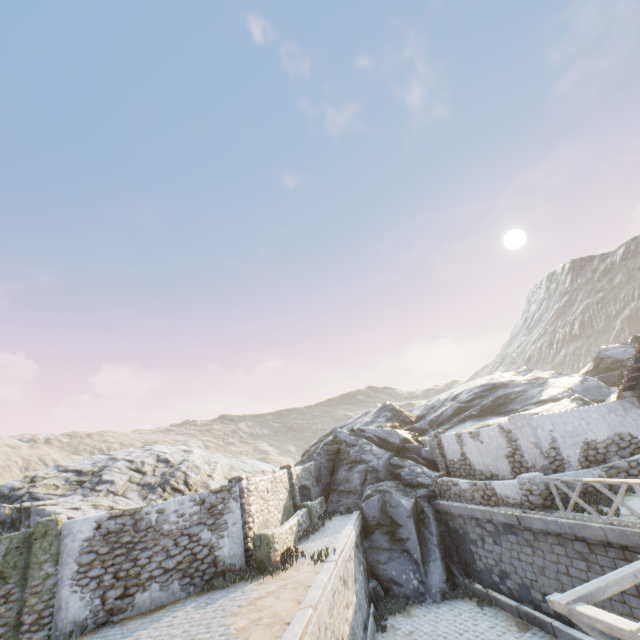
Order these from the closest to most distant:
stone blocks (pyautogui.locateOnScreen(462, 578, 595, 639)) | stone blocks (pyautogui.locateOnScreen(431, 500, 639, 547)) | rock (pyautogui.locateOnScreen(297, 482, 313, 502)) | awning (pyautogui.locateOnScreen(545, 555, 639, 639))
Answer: awning (pyautogui.locateOnScreen(545, 555, 639, 639)), stone blocks (pyautogui.locateOnScreen(431, 500, 639, 547)), stone blocks (pyautogui.locateOnScreen(462, 578, 595, 639)), rock (pyautogui.locateOnScreen(297, 482, 313, 502))

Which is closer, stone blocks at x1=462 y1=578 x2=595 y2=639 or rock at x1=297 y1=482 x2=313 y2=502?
stone blocks at x1=462 y1=578 x2=595 y2=639

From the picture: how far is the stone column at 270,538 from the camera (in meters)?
11.23

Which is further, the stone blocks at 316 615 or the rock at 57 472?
the rock at 57 472

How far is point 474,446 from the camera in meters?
15.1 m

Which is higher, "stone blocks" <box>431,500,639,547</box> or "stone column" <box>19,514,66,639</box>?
"stone column" <box>19,514,66,639</box>

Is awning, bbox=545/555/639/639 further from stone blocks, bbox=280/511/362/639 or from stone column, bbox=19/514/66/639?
stone column, bbox=19/514/66/639

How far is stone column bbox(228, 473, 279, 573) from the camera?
11.23m
